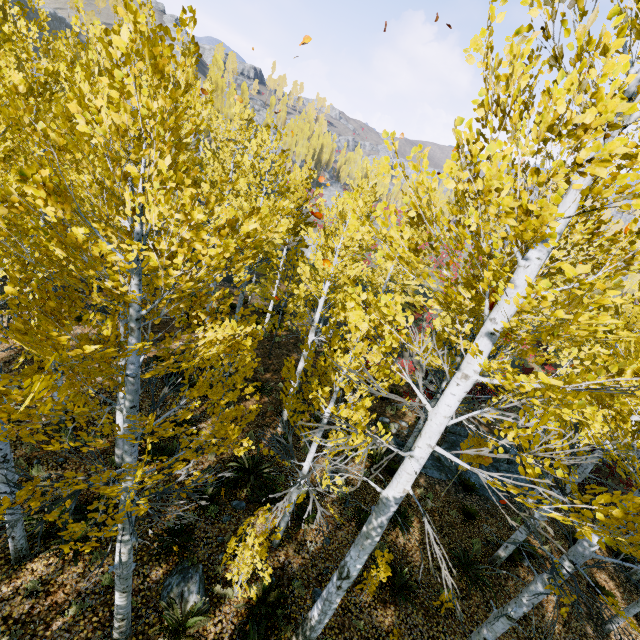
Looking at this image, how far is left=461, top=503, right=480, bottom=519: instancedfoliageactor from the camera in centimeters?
1103cm

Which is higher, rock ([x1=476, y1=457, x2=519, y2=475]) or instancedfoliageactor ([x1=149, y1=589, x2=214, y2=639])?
instancedfoliageactor ([x1=149, y1=589, x2=214, y2=639])

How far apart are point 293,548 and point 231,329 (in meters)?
5.70

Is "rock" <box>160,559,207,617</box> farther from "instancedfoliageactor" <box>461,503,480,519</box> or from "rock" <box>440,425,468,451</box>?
"rock" <box>440,425,468,451</box>

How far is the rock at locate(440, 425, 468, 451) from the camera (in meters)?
14.63

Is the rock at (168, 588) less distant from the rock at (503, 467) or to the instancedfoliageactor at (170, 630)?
the instancedfoliageactor at (170, 630)

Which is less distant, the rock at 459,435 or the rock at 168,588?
the rock at 168,588
